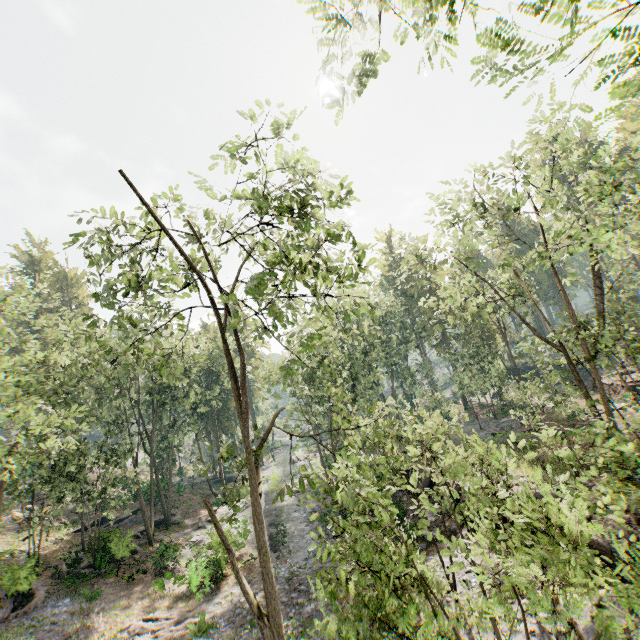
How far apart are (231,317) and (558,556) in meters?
8.4 m

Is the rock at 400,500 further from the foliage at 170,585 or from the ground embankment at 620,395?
the ground embankment at 620,395

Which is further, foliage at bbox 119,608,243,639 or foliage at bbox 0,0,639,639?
foliage at bbox 119,608,243,639

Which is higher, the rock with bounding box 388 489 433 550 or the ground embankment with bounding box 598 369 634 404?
the ground embankment with bounding box 598 369 634 404

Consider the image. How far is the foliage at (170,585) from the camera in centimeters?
2080cm

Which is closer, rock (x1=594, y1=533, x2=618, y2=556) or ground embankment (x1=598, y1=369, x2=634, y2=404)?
rock (x1=594, y1=533, x2=618, y2=556)

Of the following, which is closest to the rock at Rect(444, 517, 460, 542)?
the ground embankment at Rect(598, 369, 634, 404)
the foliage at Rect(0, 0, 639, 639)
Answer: the foliage at Rect(0, 0, 639, 639)
